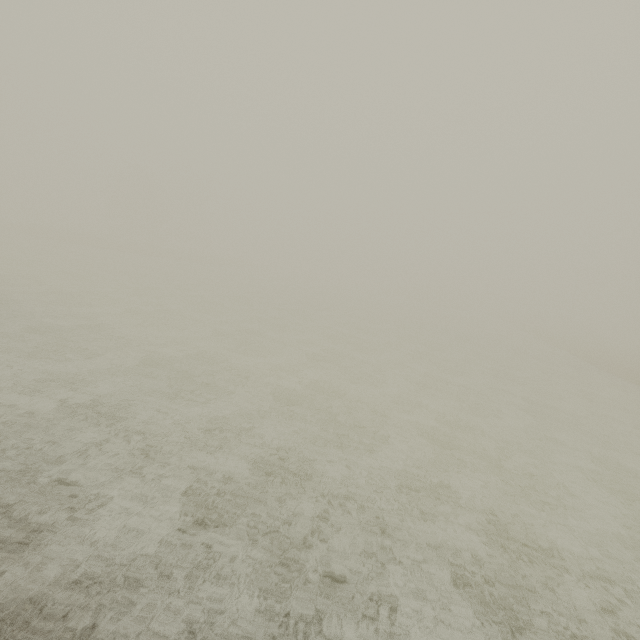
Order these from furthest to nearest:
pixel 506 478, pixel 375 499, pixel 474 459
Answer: pixel 474 459 < pixel 506 478 < pixel 375 499
